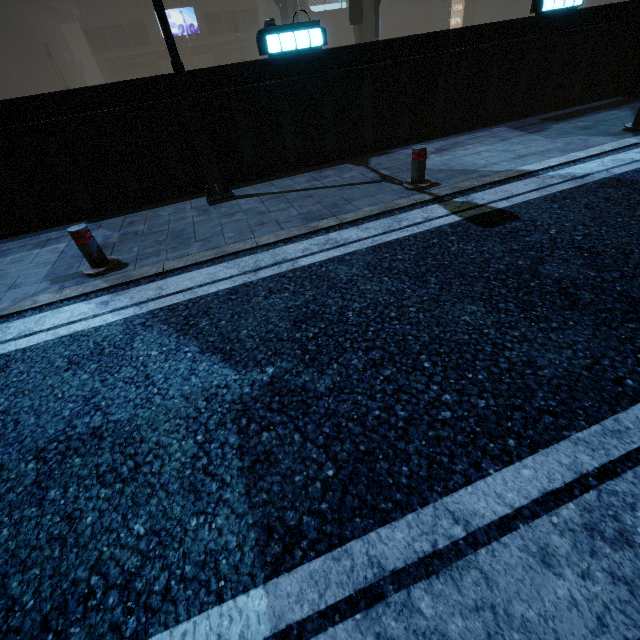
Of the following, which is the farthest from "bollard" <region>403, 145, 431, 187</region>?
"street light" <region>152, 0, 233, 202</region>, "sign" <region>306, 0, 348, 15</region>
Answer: "sign" <region>306, 0, 348, 15</region>

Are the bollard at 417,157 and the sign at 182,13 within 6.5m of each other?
no

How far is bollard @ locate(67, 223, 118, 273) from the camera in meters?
4.1 m

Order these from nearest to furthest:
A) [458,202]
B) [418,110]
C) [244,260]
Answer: [244,260]
[458,202]
[418,110]

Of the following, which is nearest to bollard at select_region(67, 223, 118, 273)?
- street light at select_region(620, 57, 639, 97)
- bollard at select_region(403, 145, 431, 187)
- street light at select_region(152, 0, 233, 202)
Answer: street light at select_region(152, 0, 233, 202)

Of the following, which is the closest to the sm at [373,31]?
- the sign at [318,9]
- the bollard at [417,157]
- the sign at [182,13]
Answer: the bollard at [417,157]

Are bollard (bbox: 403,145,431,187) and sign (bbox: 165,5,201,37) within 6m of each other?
no

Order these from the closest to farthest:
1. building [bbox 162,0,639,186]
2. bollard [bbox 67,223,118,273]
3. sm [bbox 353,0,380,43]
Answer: bollard [bbox 67,223,118,273], building [bbox 162,0,639,186], sm [bbox 353,0,380,43]
